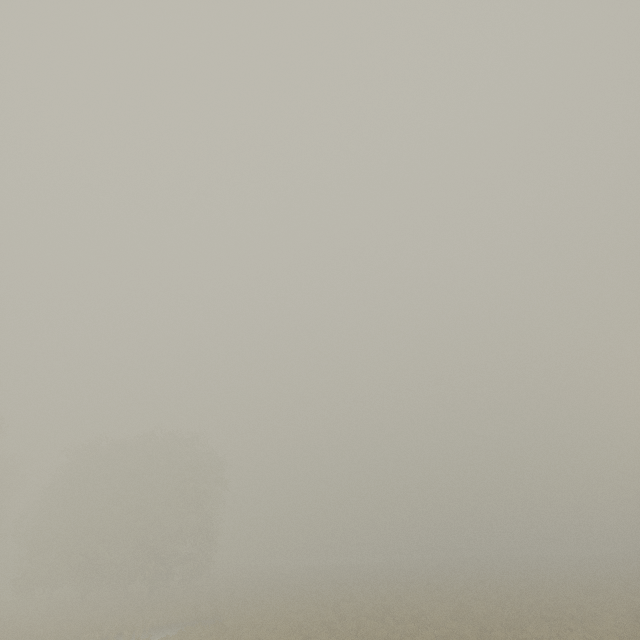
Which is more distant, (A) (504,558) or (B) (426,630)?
(A) (504,558)
